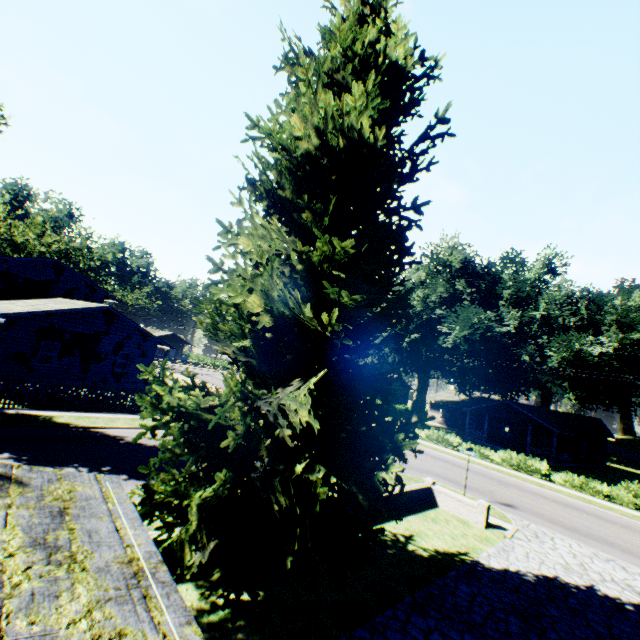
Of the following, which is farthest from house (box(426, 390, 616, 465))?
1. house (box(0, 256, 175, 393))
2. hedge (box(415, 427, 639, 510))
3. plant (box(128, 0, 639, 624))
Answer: house (box(0, 256, 175, 393))

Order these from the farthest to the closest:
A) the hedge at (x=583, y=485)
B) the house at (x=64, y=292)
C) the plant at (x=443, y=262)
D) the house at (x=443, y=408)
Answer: the house at (x=443, y=408), the hedge at (x=583, y=485), the house at (x=64, y=292), the plant at (x=443, y=262)

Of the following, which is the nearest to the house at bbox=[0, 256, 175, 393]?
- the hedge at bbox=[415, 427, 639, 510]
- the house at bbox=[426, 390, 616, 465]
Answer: the hedge at bbox=[415, 427, 639, 510]

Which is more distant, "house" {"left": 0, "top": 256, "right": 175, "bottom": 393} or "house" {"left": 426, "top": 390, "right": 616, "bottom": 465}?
"house" {"left": 426, "top": 390, "right": 616, "bottom": 465}

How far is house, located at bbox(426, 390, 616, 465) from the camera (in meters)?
36.28

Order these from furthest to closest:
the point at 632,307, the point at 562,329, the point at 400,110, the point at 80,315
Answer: the point at 562,329 → the point at 632,307 → the point at 80,315 → the point at 400,110

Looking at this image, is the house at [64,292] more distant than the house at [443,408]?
No

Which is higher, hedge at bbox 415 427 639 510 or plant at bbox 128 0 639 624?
plant at bbox 128 0 639 624
